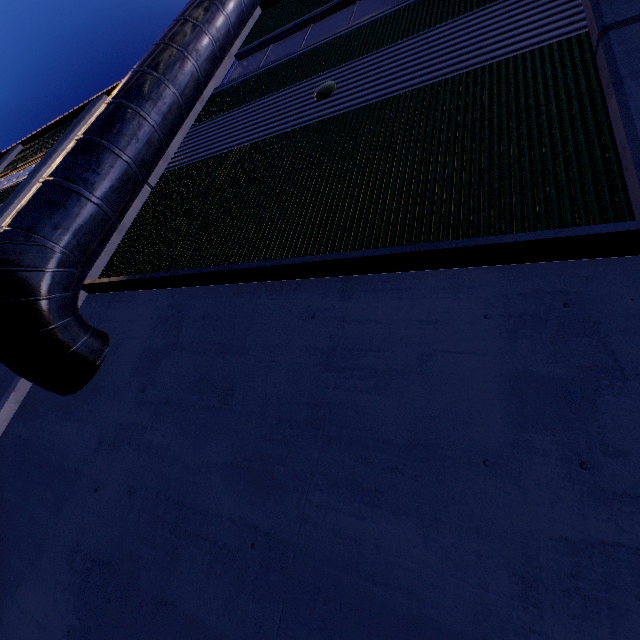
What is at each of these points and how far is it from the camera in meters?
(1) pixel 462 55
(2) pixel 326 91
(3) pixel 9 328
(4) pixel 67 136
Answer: (1) building, 4.2
(2) light, 5.2
(3) vent duct, 3.6
(4) building, 12.1

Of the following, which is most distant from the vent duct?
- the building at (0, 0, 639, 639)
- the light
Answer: the light

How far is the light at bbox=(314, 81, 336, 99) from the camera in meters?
5.2

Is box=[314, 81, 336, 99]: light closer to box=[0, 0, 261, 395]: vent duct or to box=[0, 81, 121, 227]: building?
box=[0, 81, 121, 227]: building

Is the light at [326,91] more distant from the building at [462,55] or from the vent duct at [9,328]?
the vent duct at [9,328]
